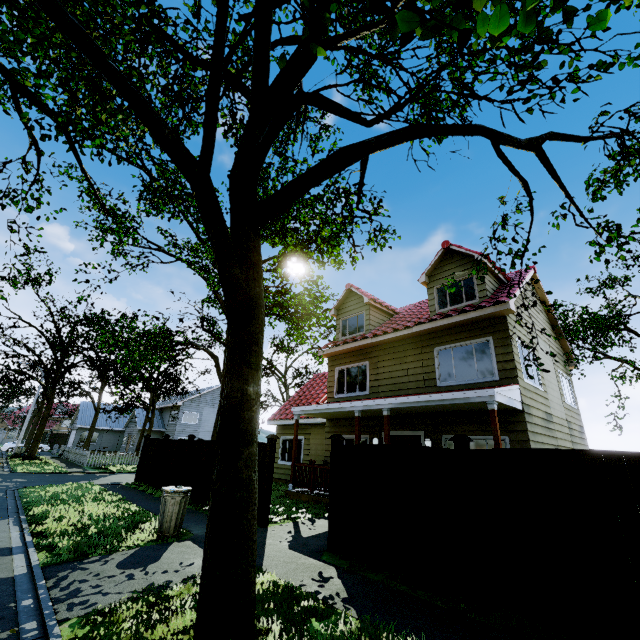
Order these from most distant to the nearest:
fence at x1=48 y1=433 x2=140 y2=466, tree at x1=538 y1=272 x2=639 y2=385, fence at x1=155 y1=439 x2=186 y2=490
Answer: fence at x1=48 y1=433 x2=140 y2=466, tree at x1=538 y1=272 x2=639 y2=385, fence at x1=155 y1=439 x2=186 y2=490

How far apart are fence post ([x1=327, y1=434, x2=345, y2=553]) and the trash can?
3.21m

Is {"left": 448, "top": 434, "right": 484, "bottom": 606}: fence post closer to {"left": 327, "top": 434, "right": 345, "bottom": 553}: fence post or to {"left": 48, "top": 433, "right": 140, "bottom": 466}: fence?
{"left": 48, "top": 433, "right": 140, "bottom": 466}: fence

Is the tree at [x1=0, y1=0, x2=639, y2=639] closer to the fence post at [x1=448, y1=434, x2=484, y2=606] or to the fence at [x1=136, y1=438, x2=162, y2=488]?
the fence at [x1=136, y1=438, x2=162, y2=488]

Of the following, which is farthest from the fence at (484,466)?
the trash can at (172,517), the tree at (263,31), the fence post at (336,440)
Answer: the trash can at (172,517)

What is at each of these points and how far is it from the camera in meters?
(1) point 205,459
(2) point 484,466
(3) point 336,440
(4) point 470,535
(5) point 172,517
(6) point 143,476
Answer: (1) fence, 11.5
(2) fence, 5.0
(3) fence post, 7.2
(4) fence post, 4.8
(5) trash can, 7.0
(6) fence, 15.5

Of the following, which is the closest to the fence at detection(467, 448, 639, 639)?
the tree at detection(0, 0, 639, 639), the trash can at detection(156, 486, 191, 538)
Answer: the tree at detection(0, 0, 639, 639)

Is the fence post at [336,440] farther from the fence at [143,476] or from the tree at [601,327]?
the tree at [601,327]
